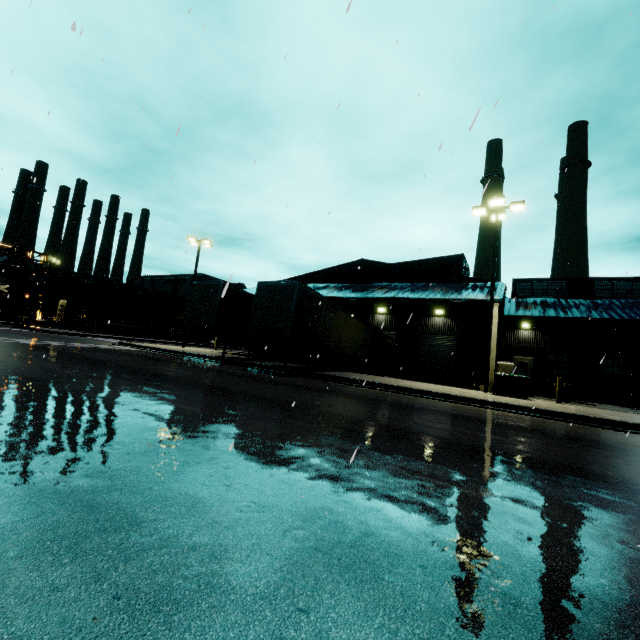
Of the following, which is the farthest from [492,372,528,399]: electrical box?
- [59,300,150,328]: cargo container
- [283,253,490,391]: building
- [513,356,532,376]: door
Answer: [59,300,150,328]: cargo container

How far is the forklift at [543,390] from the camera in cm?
1845

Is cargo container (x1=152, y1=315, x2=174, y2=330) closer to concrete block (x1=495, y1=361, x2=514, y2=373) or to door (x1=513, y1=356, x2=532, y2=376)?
concrete block (x1=495, y1=361, x2=514, y2=373)

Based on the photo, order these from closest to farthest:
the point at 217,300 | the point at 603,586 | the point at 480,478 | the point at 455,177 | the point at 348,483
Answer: the point at 603,586 < the point at 348,483 < the point at 480,478 < the point at 455,177 < the point at 217,300

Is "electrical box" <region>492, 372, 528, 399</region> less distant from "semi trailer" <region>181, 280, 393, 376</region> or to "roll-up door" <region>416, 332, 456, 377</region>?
"semi trailer" <region>181, 280, 393, 376</region>

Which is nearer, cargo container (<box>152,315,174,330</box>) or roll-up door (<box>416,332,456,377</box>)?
roll-up door (<box>416,332,456,377</box>)

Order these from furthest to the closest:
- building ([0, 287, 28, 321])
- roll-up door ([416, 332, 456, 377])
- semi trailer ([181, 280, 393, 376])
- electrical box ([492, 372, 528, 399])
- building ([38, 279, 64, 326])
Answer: building ([38, 279, 64, 326]), building ([0, 287, 28, 321]), roll-up door ([416, 332, 456, 377]), semi trailer ([181, 280, 393, 376]), electrical box ([492, 372, 528, 399])

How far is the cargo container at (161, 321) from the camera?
57.00m
